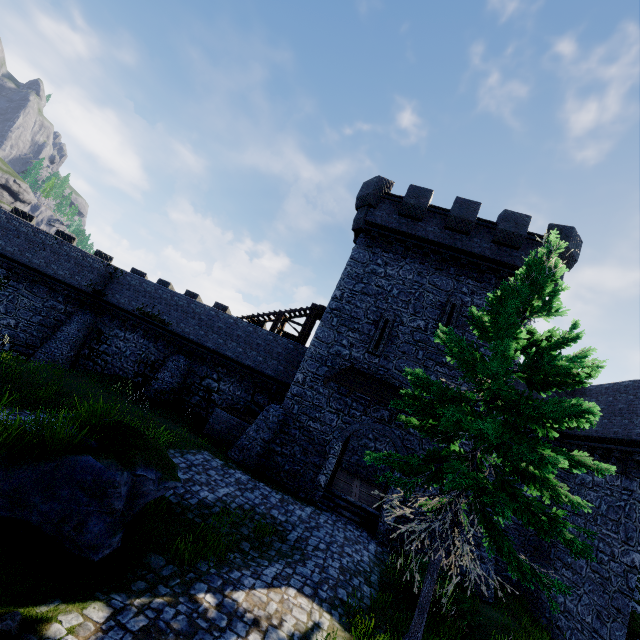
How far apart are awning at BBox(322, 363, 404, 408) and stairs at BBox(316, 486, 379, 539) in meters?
4.4 m

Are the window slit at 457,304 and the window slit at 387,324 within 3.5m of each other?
yes

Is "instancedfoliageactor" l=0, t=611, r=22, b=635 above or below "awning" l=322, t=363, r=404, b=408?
below

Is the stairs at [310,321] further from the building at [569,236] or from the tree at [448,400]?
the tree at [448,400]

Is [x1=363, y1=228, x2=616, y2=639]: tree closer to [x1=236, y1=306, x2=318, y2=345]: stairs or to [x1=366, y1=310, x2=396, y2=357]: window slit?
[x1=366, y1=310, x2=396, y2=357]: window slit

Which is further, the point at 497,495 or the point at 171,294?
the point at 171,294

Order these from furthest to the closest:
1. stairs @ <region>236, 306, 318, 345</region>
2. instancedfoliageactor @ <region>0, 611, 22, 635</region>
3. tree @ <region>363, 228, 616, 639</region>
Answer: stairs @ <region>236, 306, 318, 345</region>, tree @ <region>363, 228, 616, 639</region>, instancedfoliageactor @ <region>0, 611, 22, 635</region>

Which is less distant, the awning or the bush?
the bush
